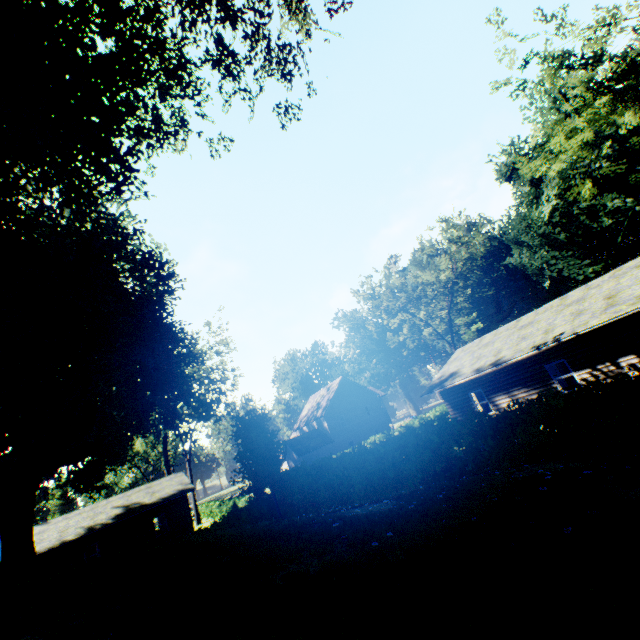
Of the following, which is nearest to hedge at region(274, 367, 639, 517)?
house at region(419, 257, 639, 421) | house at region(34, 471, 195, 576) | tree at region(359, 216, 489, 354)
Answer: house at region(419, 257, 639, 421)

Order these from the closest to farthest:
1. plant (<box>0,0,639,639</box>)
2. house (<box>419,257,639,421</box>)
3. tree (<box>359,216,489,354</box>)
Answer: plant (<box>0,0,639,639</box>), house (<box>419,257,639,421</box>), tree (<box>359,216,489,354</box>)

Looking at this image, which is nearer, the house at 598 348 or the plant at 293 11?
the plant at 293 11

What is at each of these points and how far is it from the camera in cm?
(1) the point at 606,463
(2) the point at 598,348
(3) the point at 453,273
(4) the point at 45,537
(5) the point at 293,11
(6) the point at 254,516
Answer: (1) plant, 479
(2) house, 1482
(3) tree, 3931
(4) house, 2586
(5) plant, 1202
(6) hedge, 2408

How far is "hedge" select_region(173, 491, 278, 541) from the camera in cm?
2287

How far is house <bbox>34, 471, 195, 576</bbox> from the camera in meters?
25.0 m

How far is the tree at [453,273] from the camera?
35.4 meters

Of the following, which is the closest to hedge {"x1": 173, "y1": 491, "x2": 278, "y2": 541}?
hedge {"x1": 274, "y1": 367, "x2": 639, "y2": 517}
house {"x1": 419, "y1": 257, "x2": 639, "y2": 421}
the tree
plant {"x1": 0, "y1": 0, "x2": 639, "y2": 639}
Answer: plant {"x1": 0, "y1": 0, "x2": 639, "y2": 639}
